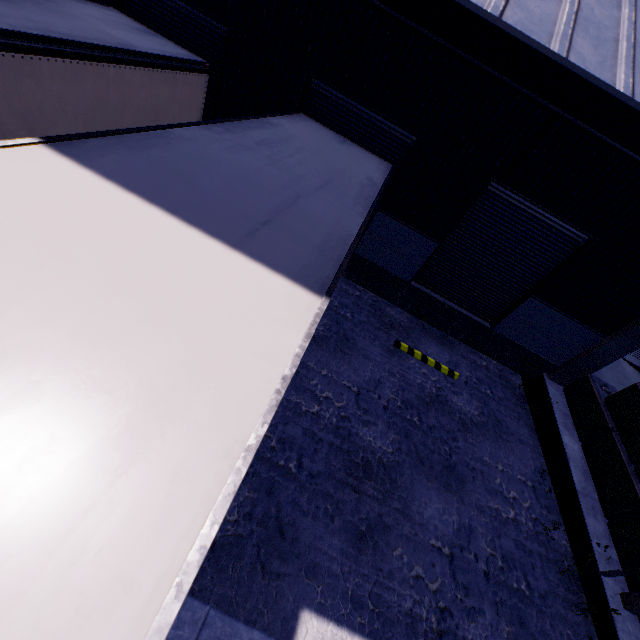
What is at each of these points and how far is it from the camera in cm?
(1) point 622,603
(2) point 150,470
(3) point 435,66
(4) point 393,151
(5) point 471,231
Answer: (1) building, 618
(2) semi trailer, 132
(3) building, 670
(4) roll-up door, 808
(5) roll-up door, 869

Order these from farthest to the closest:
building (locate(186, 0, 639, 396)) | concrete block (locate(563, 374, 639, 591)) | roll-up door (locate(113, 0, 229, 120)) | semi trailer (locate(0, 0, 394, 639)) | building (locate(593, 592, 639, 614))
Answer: roll-up door (locate(113, 0, 229, 120)) → concrete block (locate(563, 374, 639, 591)) → building (locate(593, 592, 639, 614)) → building (locate(186, 0, 639, 396)) → semi trailer (locate(0, 0, 394, 639))

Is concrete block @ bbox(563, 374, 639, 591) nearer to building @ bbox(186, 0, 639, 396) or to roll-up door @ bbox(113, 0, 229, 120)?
building @ bbox(186, 0, 639, 396)

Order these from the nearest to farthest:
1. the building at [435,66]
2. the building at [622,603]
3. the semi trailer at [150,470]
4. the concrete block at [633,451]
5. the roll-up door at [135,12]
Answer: the semi trailer at [150,470] → the building at [435,66] → the building at [622,603] → the concrete block at [633,451] → the roll-up door at [135,12]

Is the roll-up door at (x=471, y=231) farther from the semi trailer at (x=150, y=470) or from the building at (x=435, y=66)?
the semi trailer at (x=150, y=470)

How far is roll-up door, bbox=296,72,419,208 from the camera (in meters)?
7.62

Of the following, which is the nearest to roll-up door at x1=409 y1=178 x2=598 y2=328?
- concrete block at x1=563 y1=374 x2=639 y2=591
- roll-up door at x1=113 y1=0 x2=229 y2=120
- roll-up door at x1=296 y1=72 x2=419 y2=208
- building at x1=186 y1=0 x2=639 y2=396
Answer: building at x1=186 y1=0 x2=639 y2=396

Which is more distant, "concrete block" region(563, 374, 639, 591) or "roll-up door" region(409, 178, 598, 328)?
"roll-up door" region(409, 178, 598, 328)
